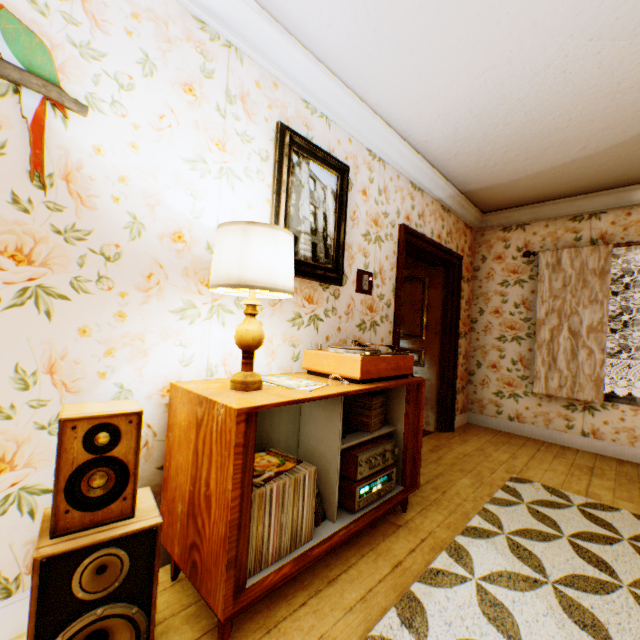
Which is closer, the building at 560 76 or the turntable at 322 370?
the building at 560 76

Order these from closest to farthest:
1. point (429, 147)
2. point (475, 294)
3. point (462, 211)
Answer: point (429, 147) < point (462, 211) < point (475, 294)

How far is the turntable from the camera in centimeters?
194cm

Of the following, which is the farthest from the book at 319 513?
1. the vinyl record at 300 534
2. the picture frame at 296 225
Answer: the picture frame at 296 225

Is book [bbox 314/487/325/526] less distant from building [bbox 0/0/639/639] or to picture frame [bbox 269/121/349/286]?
building [bbox 0/0/639/639]

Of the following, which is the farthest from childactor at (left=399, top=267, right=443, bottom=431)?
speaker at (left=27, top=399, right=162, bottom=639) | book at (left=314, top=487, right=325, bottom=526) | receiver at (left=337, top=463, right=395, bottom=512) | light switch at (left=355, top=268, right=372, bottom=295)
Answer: speaker at (left=27, top=399, right=162, bottom=639)

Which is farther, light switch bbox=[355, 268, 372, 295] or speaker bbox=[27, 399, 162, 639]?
light switch bbox=[355, 268, 372, 295]

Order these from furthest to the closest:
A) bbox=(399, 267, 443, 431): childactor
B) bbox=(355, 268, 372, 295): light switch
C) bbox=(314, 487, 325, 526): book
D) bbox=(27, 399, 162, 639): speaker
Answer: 1. bbox=(399, 267, 443, 431): childactor
2. bbox=(355, 268, 372, 295): light switch
3. bbox=(314, 487, 325, 526): book
4. bbox=(27, 399, 162, 639): speaker
